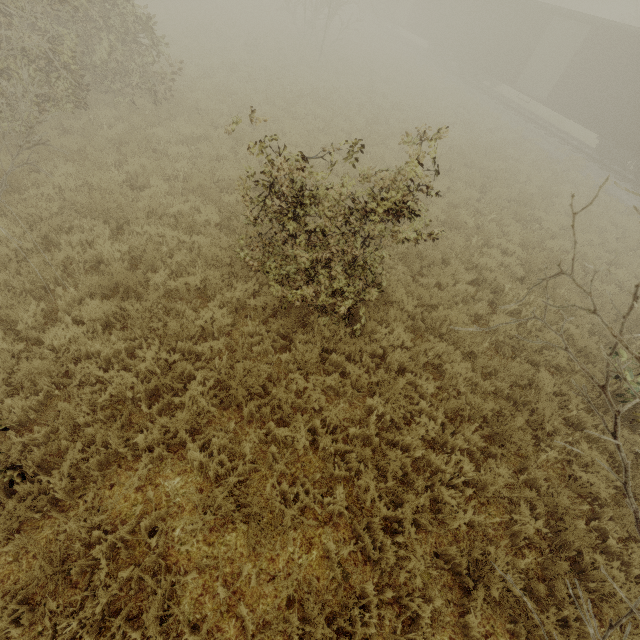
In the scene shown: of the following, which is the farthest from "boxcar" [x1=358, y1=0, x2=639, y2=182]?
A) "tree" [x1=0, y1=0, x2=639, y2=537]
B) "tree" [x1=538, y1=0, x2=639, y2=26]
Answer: "tree" [x1=538, y1=0, x2=639, y2=26]

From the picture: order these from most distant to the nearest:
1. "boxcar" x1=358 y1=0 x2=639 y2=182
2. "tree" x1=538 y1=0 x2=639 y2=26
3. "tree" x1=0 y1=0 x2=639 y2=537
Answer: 1. "tree" x1=538 y1=0 x2=639 y2=26
2. "boxcar" x1=358 y1=0 x2=639 y2=182
3. "tree" x1=0 y1=0 x2=639 y2=537

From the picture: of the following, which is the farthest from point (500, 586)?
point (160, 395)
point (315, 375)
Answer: point (160, 395)

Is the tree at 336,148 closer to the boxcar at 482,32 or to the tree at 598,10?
the boxcar at 482,32

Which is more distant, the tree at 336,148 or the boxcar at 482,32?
the boxcar at 482,32

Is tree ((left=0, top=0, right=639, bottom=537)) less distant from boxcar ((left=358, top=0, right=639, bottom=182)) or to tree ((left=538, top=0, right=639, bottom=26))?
boxcar ((left=358, top=0, right=639, bottom=182))
